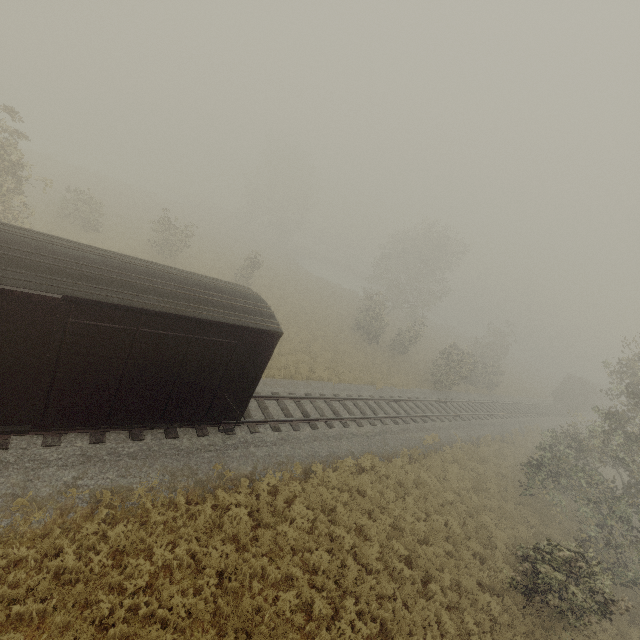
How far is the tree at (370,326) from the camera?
31.44m

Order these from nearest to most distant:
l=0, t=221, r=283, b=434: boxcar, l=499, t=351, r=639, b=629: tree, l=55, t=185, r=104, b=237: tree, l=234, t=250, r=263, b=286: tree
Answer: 1. l=0, t=221, r=283, b=434: boxcar
2. l=499, t=351, r=639, b=629: tree
3. l=55, t=185, r=104, b=237: tree
4. l=234, t=250, r=263, b=286: tree

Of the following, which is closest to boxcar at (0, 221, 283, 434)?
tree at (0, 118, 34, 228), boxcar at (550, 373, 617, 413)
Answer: tree at (0, 118, 34, 228)

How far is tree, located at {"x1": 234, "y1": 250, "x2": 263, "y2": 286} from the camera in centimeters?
2852cm

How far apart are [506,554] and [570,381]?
38.0m
